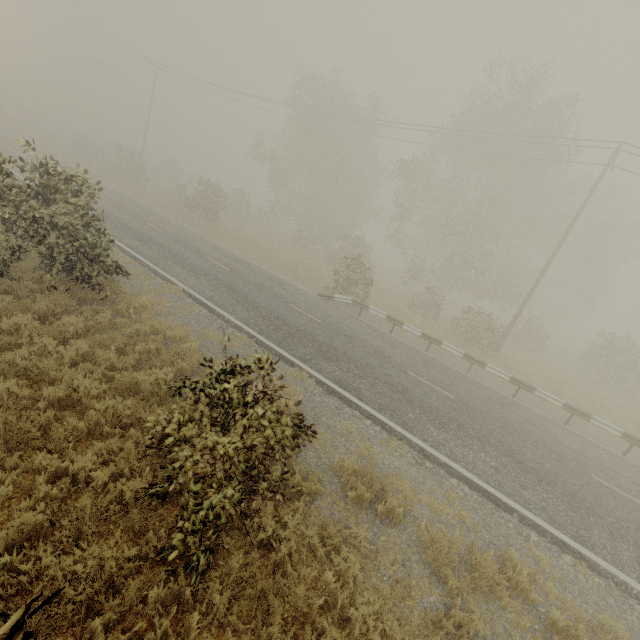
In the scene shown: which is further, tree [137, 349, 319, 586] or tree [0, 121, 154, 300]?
tree [0, 121, 154, 300]

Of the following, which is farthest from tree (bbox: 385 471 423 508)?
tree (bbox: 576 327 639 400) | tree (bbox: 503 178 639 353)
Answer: tree (bbox: 503 178 639 353)

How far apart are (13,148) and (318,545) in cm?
3992

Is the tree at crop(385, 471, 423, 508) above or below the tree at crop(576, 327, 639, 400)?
below

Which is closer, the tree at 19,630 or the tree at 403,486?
the tree at 19,630

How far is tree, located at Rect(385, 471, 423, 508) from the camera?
6.3m

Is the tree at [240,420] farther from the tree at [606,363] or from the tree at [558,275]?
the tree at [558,275]
